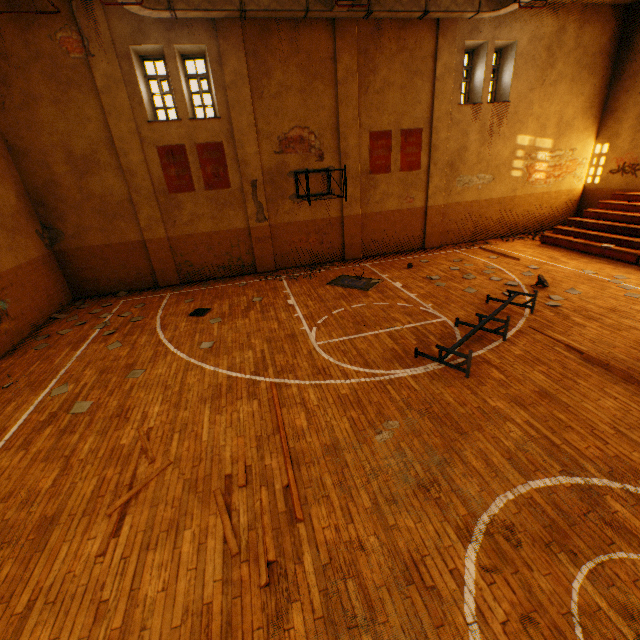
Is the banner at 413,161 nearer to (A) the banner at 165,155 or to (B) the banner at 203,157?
(B) the banner at 203,157

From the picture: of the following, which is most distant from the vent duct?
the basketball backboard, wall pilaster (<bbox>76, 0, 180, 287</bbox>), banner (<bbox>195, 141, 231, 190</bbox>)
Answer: the basketball backboard

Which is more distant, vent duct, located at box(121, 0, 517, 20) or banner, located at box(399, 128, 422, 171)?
banner, located at box(399, 128, 422, 171)

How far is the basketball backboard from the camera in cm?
1139

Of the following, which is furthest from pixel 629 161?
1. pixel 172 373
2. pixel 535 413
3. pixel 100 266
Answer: pixel 100 266

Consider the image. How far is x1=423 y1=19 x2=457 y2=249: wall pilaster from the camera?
12.06m

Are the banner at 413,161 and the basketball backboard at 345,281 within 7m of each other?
yes

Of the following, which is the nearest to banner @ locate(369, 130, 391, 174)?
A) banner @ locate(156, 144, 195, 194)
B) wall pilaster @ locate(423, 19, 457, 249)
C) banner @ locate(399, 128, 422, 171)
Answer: banner @ locate(399, 128, 422, 171)
